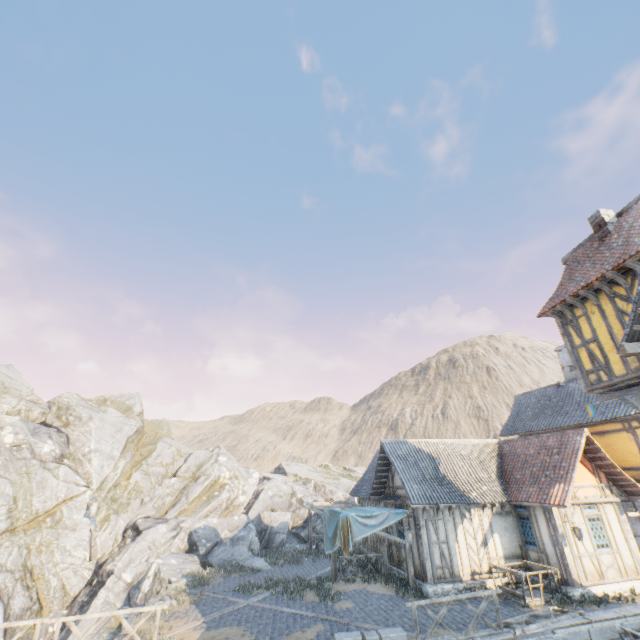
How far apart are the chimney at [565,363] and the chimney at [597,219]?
12.4m

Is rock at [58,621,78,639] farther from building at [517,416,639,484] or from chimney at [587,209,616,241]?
chimney at [587,209,616,241]

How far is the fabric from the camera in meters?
14.1

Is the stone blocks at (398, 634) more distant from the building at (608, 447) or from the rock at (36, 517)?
the building at (608, 447)

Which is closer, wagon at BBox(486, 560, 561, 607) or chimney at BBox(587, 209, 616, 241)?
chimney at BBox(587, 209, 616, 241)

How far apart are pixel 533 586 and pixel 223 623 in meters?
12.8 m

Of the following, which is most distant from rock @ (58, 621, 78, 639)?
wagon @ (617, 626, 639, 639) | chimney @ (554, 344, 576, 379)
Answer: chimney @ (554, 344, 576, 379)

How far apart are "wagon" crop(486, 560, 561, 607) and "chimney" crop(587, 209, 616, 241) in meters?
12.9
